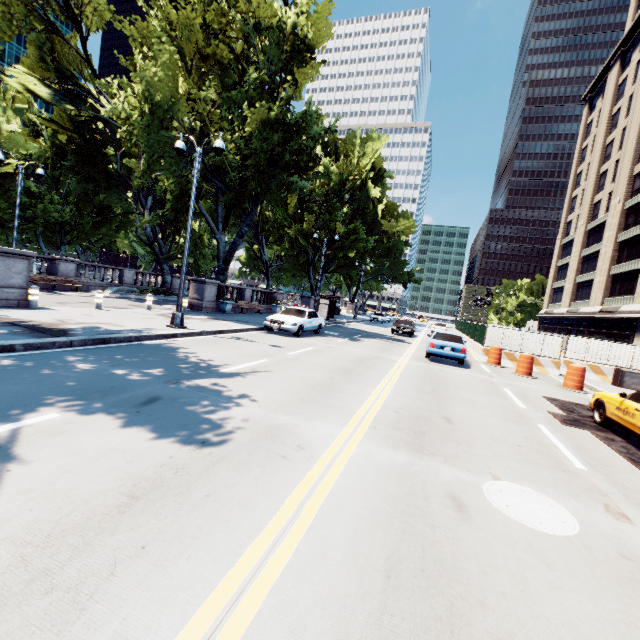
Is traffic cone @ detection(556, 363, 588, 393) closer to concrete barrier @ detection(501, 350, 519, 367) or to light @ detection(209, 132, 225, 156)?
concrete barrier @ detection(501, 350, 519, 367)

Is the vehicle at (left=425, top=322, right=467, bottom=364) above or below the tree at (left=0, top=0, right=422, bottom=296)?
below

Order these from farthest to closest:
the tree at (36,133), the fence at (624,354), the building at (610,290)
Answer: the building at (610,290)
the tree at (36,133)
the fence at (624,354)

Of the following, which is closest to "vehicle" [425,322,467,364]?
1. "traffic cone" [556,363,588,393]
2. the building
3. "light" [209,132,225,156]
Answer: "traffic cone" [556,363,588,393]

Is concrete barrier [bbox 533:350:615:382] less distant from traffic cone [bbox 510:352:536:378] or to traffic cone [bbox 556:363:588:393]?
traffic cone [bbox 510:352:536:378]

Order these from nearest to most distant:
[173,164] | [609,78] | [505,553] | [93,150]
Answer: [505,553]
[173,164]
[93,150]
[609,78]

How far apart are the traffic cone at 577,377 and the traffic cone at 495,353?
3.1m

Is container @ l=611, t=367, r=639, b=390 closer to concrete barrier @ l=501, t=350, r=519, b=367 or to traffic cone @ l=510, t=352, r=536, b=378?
concrete barrier @ l=501, t=350, r=519, b=367
